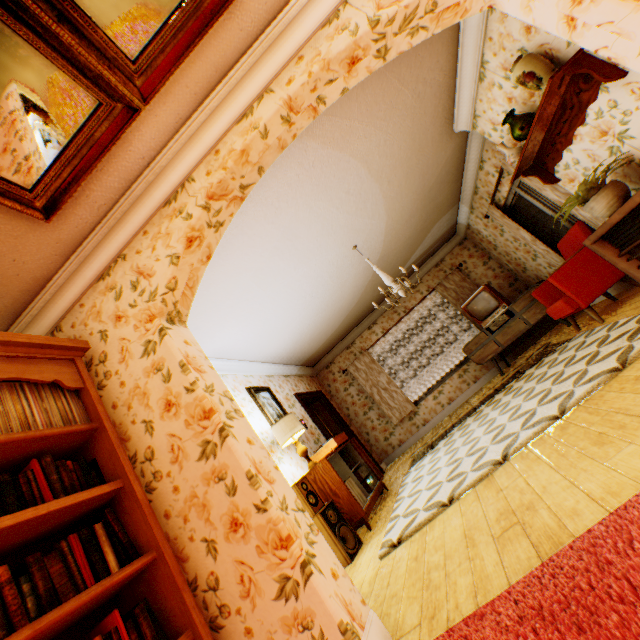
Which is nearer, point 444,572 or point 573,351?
point 444,572

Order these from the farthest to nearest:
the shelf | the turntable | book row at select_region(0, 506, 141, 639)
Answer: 1. the turntable
2. the shelf
3. book row at select_region(0, 506, 141, 639)

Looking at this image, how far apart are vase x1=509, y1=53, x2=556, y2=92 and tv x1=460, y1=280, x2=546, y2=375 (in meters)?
4.03

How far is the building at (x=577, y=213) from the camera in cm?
421

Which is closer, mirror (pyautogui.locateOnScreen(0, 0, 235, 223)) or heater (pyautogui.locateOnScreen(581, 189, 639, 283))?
mirror (pyautogui.locateOnScreen(0, 0, 235, 223))

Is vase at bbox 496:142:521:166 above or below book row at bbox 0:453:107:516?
above

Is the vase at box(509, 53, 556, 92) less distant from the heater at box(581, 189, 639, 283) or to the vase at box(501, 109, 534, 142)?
the vase at box(501, 109, 534, 142)

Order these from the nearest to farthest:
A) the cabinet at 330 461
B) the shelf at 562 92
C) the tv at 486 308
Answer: the shelf at 562 92 < the cabinet at 330 461 < the tv at 486 308
